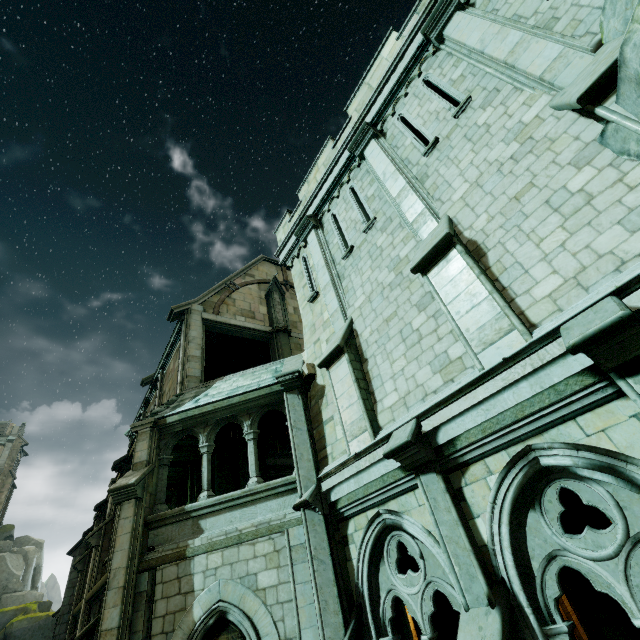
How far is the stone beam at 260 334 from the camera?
14.4 meters

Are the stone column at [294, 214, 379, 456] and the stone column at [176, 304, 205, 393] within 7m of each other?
yes

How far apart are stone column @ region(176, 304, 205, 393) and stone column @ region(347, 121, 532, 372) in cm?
895

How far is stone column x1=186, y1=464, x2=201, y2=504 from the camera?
14.1 meters

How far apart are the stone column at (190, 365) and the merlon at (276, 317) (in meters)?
3.17

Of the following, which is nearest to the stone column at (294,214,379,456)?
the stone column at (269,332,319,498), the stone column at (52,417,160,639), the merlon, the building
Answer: the stone column at (269,332,319,498)

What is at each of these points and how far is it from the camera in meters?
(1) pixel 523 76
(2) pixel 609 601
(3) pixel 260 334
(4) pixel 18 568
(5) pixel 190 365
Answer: (1) stone column, 5.9
(2) brick, 5.5
(3) stone beam, 15.6
(4) rock, 39.6
(5) stone column, 12.4

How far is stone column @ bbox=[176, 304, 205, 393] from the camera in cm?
1210
